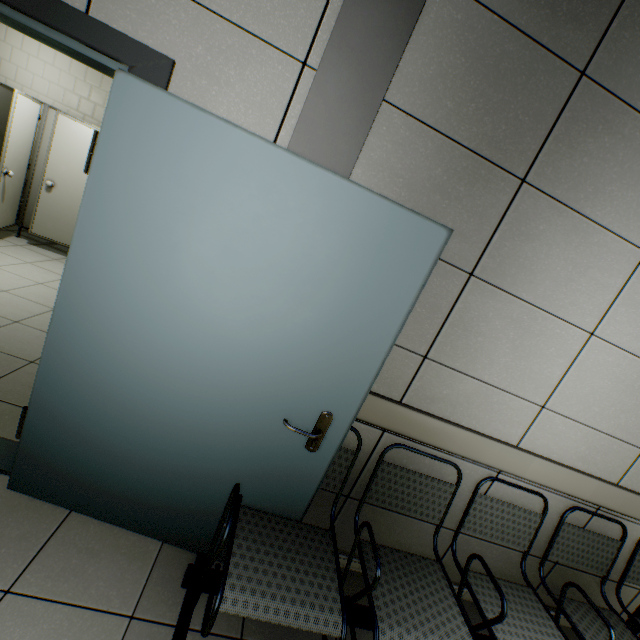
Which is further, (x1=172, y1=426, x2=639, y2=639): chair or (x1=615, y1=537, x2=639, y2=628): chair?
(x1=615, y1=537, x2=639, y2=628): chair

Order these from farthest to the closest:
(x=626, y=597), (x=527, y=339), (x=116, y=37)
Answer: (x=626, y=597) → (x=527, y=339) → (x=116, y=37)

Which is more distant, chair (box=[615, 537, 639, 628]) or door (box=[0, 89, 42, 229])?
door (box=[0, 89, 42, 229])

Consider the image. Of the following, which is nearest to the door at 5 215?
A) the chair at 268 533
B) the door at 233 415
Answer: the door at 233 415

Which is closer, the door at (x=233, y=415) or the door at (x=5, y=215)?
the door at (x=233, y=415)

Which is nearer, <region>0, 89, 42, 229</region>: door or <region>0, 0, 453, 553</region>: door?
<region>0, 0, 453, 553</region>: door

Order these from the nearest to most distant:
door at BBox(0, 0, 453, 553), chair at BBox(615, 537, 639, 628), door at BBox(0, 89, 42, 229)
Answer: door at BBox(0, 0, 453, 553)
chair at BBox(615, 537, 639, 628)
door at BBox(0, 89, 42, 229)
